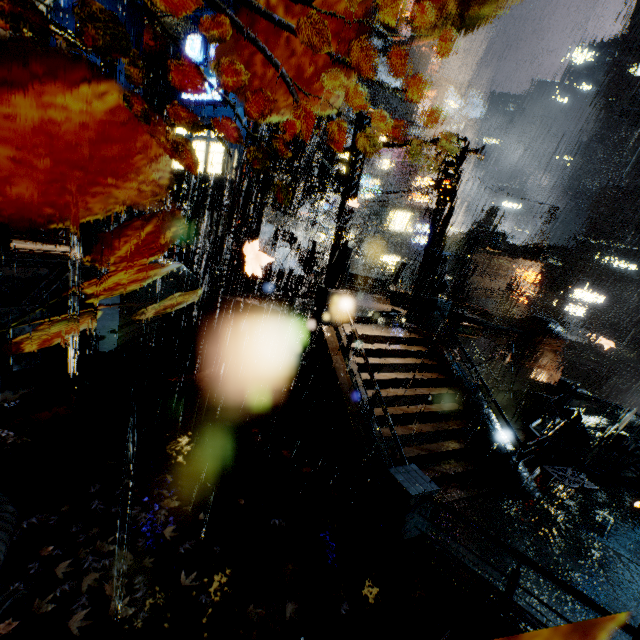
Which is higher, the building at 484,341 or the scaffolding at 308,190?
the scaffolding at 308,190

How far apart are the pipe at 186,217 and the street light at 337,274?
14.4m

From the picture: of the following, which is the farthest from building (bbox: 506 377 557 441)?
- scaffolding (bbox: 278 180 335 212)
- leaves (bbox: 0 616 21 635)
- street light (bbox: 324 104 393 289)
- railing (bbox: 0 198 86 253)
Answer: leaves (bbox: 0 616 21 635)

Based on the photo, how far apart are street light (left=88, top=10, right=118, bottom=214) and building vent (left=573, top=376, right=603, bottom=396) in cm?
5740

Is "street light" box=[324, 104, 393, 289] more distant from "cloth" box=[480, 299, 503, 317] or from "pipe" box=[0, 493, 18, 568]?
"cloth" box=[480, 299, 503, 317]

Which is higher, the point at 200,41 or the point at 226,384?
the point at 200,41

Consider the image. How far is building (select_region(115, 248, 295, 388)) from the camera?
12.16m

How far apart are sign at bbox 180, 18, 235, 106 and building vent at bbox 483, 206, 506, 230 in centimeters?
5245cm
